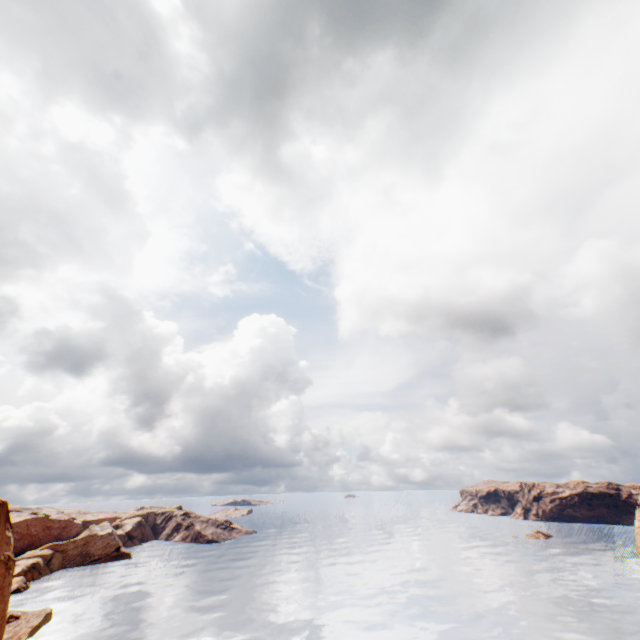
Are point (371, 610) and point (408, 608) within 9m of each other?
yes
